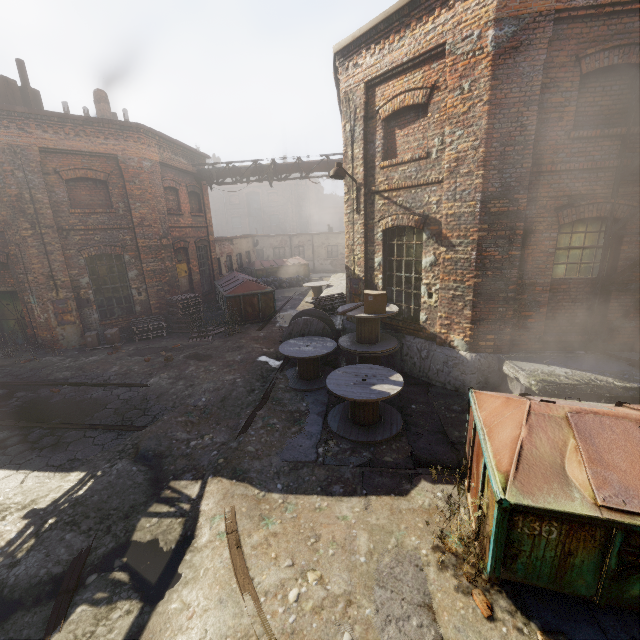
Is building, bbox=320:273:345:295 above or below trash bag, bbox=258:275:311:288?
above

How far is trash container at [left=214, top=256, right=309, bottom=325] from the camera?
14.0 meters

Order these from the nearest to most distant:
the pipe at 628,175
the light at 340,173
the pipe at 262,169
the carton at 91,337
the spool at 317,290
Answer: the pipe at 628,175 < the light at 340,173 < the carton at 91,337 < the pipe at 262,169 < the spool at 317,290

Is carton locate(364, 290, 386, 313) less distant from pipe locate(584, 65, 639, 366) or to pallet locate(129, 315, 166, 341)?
pipe locate(584, 65, 639, 366)

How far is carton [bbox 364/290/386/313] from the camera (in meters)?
7.52

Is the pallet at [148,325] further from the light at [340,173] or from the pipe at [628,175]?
the pipe at [628,175]

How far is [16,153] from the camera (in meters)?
10.20

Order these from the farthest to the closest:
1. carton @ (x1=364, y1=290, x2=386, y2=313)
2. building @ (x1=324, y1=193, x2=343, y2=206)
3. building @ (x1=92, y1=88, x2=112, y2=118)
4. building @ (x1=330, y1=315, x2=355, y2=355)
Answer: building @ (x1=324, y1=193, x2=343, y2=206) < building @ (x1=92, y1=88, x2=112, y2=118) < building @ (x1=330, y1=315, x2=355, y2=355) < carton @ (x1=364, y1=290, x2=386, y2=313)
